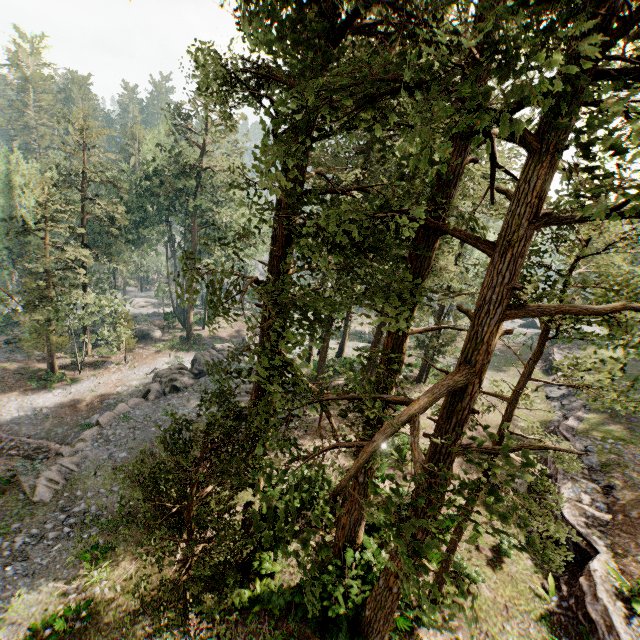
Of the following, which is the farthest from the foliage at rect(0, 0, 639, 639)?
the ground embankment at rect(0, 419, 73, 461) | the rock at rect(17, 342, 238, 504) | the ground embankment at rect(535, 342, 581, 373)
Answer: the ground embankment at rect(535, 342, 581, 373)

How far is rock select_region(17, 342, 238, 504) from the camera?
17.0m

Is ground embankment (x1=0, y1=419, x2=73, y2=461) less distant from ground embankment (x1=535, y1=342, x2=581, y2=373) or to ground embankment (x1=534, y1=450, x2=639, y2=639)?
ground embankment (x1=534, y1=450, x2=639, y2=639)

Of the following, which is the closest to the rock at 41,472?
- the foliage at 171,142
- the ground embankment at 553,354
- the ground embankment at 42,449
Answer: the ground embankment at 42,449

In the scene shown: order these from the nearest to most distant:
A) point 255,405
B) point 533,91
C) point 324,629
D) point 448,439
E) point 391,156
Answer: point 533,91, point 448,439, point 324,629, point 255,405, point 391,156

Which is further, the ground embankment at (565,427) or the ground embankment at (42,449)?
the ground embankment at (42,449)

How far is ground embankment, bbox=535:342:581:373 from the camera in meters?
35.8

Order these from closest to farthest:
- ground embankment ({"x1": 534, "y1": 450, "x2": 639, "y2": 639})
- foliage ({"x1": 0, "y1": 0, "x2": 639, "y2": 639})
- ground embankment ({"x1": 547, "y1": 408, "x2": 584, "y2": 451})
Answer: foliage ({"x1": 0, "y1": 0, "x2": 639, "y2": 639}) → ground embankment ({"x1": 534, "y1": 450, "x2": 639, "y2": 639}) → ground embankment ({"x1": 547, "y1": 408, "x2": 584, "y2": 451})
